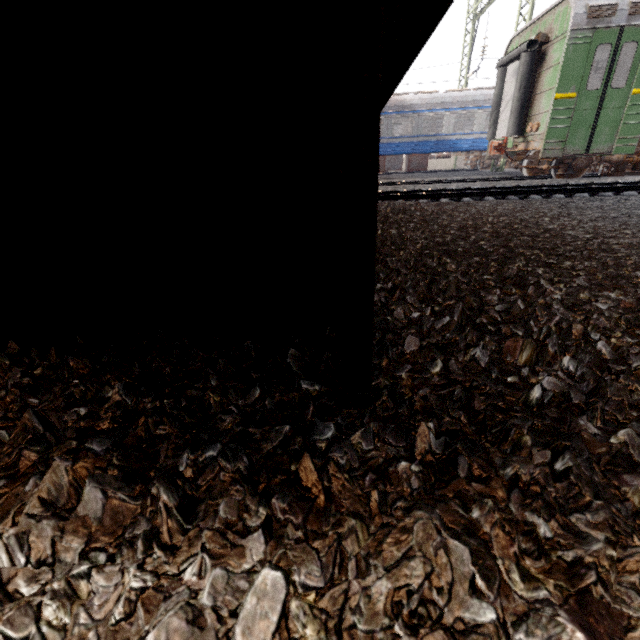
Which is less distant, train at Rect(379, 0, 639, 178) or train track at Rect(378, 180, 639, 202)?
train track at Rect(378, 180, 639, 202)

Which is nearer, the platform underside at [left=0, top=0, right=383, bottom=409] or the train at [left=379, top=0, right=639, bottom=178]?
the platform underside at [left=0, top=0, right=383, bottom=409]

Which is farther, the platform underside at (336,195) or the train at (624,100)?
the train at (624,100)

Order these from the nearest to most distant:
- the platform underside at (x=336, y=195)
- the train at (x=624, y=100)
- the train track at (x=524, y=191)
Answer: the platform underside at (x=336, y=195), the train track at (x=524, y=191), the train at (x=624, y=100)

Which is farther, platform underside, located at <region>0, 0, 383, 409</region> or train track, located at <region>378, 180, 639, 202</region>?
train track, located at <region>378, 180, 639, 202</region>

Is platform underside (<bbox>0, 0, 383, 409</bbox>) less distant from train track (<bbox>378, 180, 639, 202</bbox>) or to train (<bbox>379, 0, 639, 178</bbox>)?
train track (<bbox>378, 180, 639, 202</bbox>)

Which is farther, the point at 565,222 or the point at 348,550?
the point at 565,222

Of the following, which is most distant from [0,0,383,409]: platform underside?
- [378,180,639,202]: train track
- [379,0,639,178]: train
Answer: [379,0,639,178]: train
